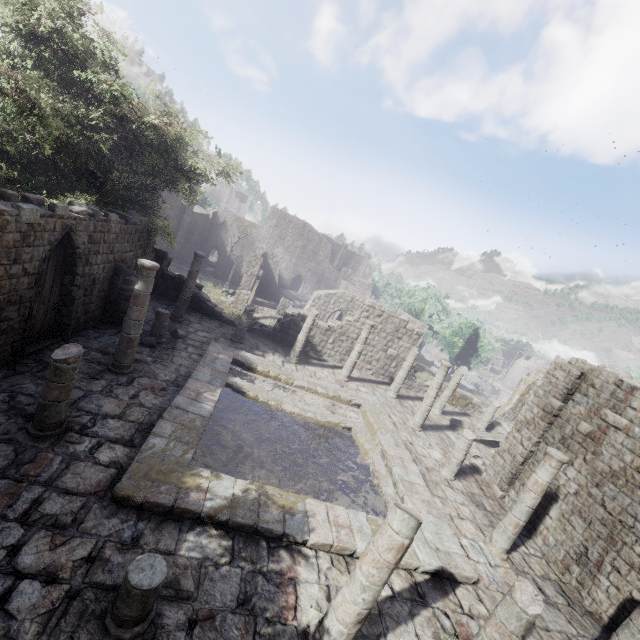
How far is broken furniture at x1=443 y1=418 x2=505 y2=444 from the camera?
19.3 meters

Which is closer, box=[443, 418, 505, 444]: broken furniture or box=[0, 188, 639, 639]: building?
box=[0, 188, 639, 639]: building

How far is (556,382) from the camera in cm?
1337

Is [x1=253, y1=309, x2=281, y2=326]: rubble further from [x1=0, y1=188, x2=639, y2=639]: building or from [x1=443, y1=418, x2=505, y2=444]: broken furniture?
[x1=443, y1=418, x2=505, y2=444]: broken furniture

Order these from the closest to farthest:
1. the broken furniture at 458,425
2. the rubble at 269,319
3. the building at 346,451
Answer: the building at 346,451, the broken furniture at 458,425, the rubble at 269,319

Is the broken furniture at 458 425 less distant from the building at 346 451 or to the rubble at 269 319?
the building at 346 451

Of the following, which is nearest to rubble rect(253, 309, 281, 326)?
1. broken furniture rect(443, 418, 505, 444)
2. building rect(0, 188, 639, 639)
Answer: building rect(0, 188, 639, 639)

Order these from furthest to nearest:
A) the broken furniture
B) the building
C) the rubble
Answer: the rubble, the broken furniture, the building
